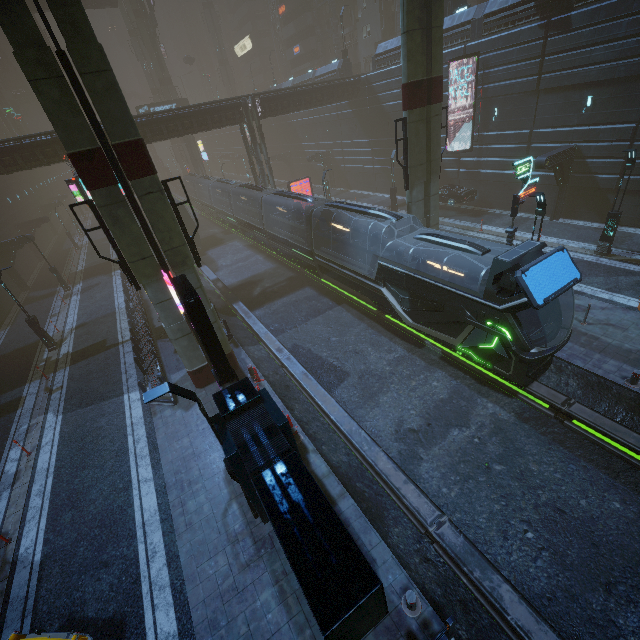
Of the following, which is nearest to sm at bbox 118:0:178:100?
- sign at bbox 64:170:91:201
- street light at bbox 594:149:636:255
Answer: sign at bbox 64:170:91:201

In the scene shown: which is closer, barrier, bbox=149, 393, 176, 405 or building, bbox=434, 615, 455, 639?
building, bbox=434, 615, 455, 639

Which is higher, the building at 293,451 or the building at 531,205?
the building at 293,451

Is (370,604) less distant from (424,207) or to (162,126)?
(424,207)

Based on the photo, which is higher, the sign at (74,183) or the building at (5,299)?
the sign at (74,183)

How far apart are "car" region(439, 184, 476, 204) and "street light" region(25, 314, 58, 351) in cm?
3126

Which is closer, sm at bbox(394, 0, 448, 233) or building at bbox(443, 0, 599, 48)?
sm at bbox(394, 0, 448, 233)

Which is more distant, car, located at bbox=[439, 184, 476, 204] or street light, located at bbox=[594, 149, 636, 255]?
car, located at bbox=[439, 184, 476, 204]
